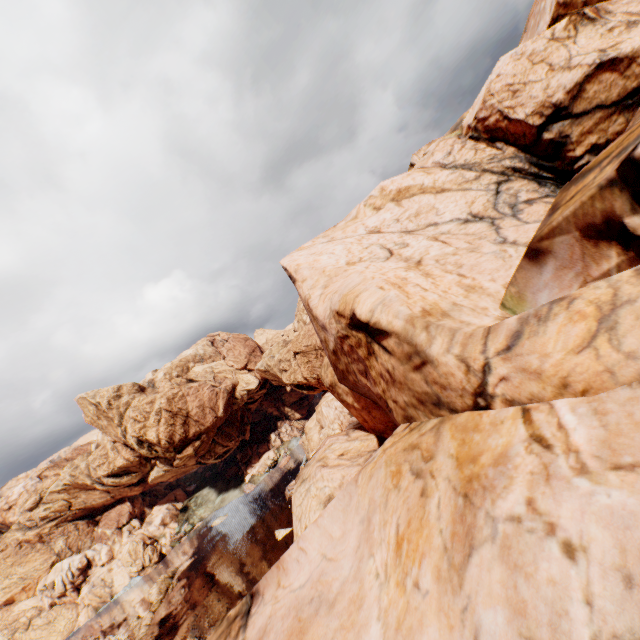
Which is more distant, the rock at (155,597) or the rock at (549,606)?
the rock at (155,597)

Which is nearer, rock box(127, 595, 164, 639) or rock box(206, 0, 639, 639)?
rock box(206, 0, 639, 639)

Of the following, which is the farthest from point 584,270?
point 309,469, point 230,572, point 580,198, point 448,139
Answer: point 230,572

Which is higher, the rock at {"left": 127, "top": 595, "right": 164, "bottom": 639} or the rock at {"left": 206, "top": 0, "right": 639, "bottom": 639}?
the rock at {"left": 206, "top": 0, "right": 639, "bottom": 639}

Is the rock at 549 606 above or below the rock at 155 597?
above
